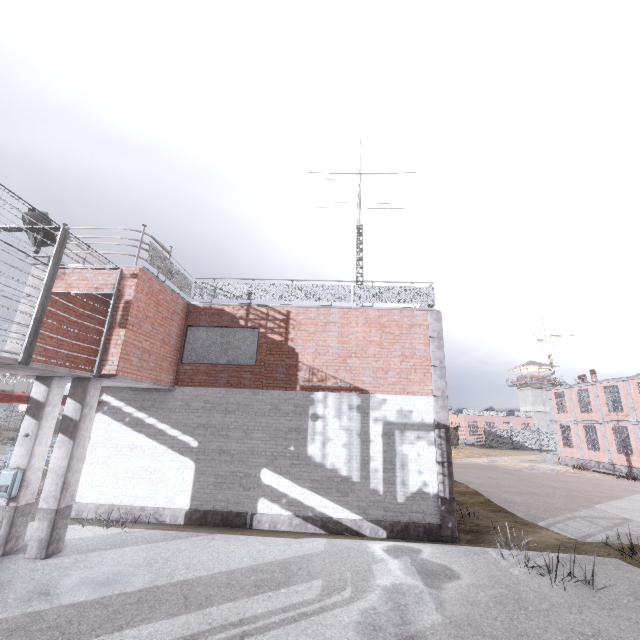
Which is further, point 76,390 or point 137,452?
point 137,452

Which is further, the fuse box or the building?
the building

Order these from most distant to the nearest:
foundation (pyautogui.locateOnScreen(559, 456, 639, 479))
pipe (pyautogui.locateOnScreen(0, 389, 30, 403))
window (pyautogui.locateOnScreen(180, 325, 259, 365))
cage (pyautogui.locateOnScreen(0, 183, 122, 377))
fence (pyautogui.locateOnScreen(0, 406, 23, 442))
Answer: fence (pyautogui.locateOnScreen(0, 406, 23, 442))
foundation (pyautogui.locateOnScreen(559, 456, 639, 479))
window (pyautogui.locateOnScreen(180, 325, 259, 365))
pipe (pyautogui.locateOnScreen(0, 389, 30, 403))
cage (pyautogui.locateOnScreen(0, 183, 122, 377))

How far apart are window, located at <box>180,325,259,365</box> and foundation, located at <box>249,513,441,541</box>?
4.5m

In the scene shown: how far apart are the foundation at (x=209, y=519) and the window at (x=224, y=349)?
4.5 meters

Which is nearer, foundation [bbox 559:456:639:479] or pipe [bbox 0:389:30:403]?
pipe [bbox 0:389:30:403]

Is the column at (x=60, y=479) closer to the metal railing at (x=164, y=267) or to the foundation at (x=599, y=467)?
the metal railing at (x=164, y=267)

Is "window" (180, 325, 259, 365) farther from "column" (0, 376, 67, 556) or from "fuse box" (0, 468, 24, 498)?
"fuse box" (0, 468, 24, 498)
